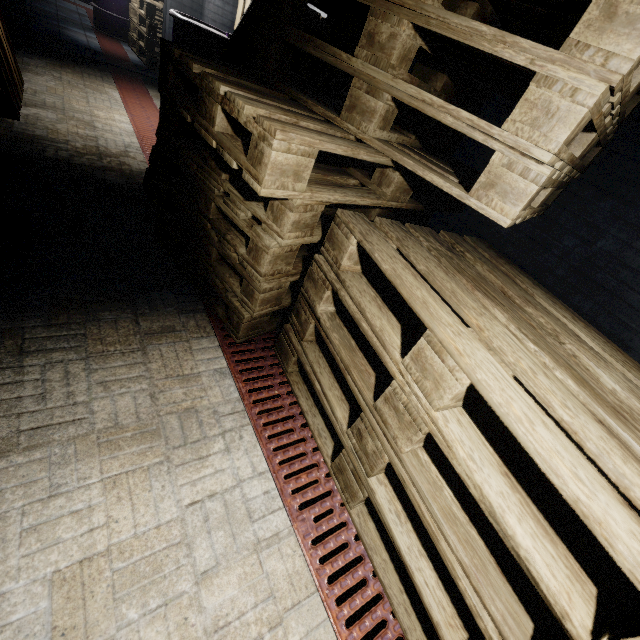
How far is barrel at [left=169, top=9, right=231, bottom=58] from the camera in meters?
2.5 m

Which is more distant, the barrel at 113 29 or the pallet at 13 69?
the barrel at 113 29

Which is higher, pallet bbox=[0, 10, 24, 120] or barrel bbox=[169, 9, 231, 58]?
barrel bbox=[169, 9, 231, 58]

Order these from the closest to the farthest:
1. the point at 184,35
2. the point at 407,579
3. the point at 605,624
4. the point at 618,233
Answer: the point at 605,624, the point at 407,579, the point at 618,233, the point at 184,35

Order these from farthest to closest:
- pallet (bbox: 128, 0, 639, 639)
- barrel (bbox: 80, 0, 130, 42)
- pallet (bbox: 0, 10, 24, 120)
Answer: barrel (bbox: 80, 0, 130, 42) < pallet (bbox: 0, 10, 24, 120) < pallet (bbox: 128, 0, 639, 639)

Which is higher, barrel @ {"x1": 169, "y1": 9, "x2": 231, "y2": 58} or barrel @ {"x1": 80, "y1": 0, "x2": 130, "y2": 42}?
barrel @ {"x1": 169, "y1": 9, "x2": 231, "y2": 58}

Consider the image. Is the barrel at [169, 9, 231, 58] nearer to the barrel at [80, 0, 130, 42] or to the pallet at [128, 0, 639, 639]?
the pallet at [128, 0, 639, 639]

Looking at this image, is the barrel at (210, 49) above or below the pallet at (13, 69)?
above
